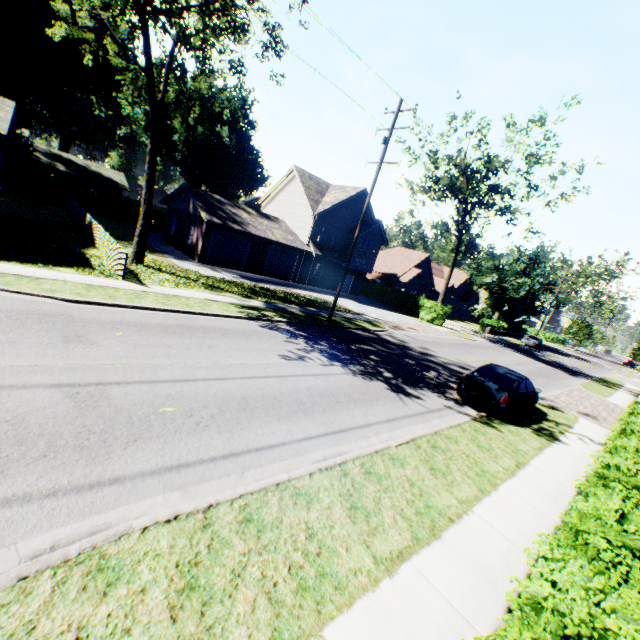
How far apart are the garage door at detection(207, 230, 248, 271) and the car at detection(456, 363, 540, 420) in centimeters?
2090cm

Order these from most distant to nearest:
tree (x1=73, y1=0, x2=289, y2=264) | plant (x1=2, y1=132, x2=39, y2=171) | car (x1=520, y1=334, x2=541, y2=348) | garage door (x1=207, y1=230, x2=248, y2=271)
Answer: car (x1=520, y1=334, x2=541, y2=348) < plant (x1=2, y1=132, x2=39, y2=171) < garage door (x1=207, y1=230, x2=248, y2=271) < tree (x1=73, y1=0, x2=289, y2=264)

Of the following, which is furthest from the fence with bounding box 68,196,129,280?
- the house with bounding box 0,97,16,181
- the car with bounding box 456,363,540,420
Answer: the car with bounding box 456,363,540,420

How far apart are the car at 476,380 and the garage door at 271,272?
20.83m

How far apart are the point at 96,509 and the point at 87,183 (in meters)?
53.56

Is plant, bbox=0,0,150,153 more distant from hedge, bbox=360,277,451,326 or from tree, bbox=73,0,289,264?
tree, bbox=73,0,289,264

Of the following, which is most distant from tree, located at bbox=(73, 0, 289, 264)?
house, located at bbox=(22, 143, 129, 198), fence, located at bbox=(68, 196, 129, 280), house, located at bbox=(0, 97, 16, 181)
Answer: house, located at bbox=(22, 143, 129, 198)

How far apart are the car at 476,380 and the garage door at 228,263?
20.9m
